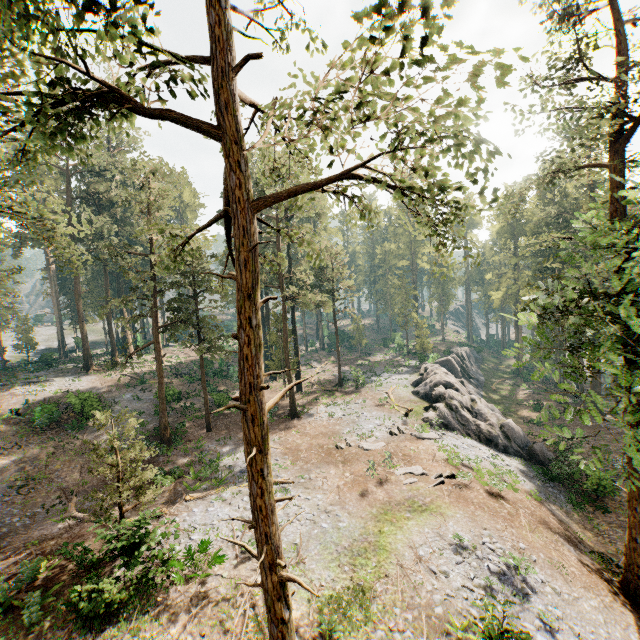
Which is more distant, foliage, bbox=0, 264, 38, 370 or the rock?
the rock

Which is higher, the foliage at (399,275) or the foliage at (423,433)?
the foliage at (399,275)

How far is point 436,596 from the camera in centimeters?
1233cm

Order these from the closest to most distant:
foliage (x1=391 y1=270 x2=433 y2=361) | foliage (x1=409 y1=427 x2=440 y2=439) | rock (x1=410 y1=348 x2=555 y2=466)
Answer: foliage (x1=409 y1=427 x2=440 y2=439)
rock (x1=410 y1=348 x2=555 y2=466)
foliage (x1=391 y1=270 x2=433 y2=361)

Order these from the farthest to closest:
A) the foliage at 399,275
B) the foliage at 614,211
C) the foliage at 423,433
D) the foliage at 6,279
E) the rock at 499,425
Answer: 1. the foliage at 399,275
2. the rock at 499,425
3. the foliage at 423,433
4. the foliage at 6,279
5. the foliage at 614,211

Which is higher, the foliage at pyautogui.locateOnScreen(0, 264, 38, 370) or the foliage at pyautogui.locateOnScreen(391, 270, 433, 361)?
the foliage at pyautogui.locateOnScreen(0, 264, 38, 370)

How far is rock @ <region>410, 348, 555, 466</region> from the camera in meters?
27.8 m
